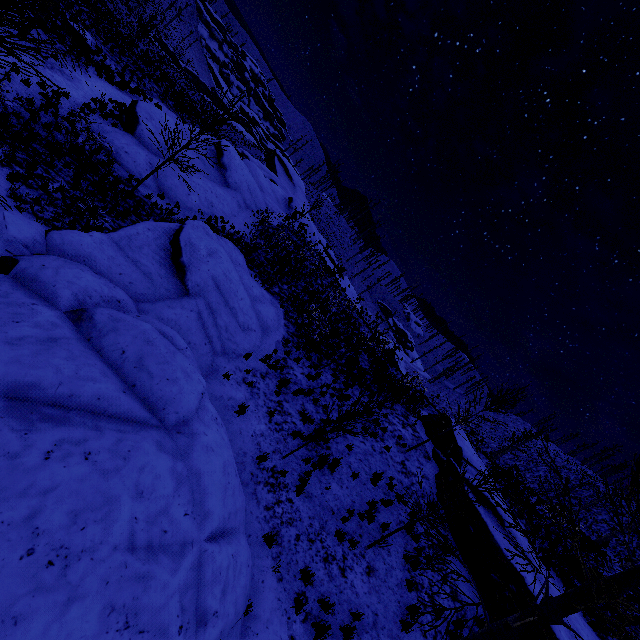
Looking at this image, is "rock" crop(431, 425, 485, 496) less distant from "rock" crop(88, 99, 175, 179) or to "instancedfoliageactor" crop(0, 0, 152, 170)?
"instancedfoliageactor" crop(0, 0, 152, 170)

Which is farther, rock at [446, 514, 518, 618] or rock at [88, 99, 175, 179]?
rock at [88, 99, 175, 179]

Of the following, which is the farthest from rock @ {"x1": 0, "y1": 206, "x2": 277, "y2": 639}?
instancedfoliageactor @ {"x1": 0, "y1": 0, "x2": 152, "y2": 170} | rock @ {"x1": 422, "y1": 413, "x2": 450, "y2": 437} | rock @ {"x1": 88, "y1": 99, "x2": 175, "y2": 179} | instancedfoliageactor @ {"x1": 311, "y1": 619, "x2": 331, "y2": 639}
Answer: rock @ {"x1": 422, "y1": 413, "x2": 450, "y2": 437}

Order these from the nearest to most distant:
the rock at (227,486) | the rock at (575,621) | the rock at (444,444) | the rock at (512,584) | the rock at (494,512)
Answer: the rock at (227,486) < the rock at (512,584) < the rock at (575,621) < the rock at (494,512) < the rock at (444,444)

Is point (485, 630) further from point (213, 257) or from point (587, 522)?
point (587, 522)

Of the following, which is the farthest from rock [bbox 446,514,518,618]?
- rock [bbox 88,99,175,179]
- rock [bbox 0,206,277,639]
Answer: rock [bbox 88,99,175,179]

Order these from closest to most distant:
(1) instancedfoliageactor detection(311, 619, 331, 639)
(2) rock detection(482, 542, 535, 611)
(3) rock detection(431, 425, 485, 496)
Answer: (1) instancedfoliageactor detection(311, 619, 331, 639)
(2) rock detection(482, 542, 535, 611)
(3) rock detection(431, 425, 485, 496)

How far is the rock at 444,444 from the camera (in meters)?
13.99
